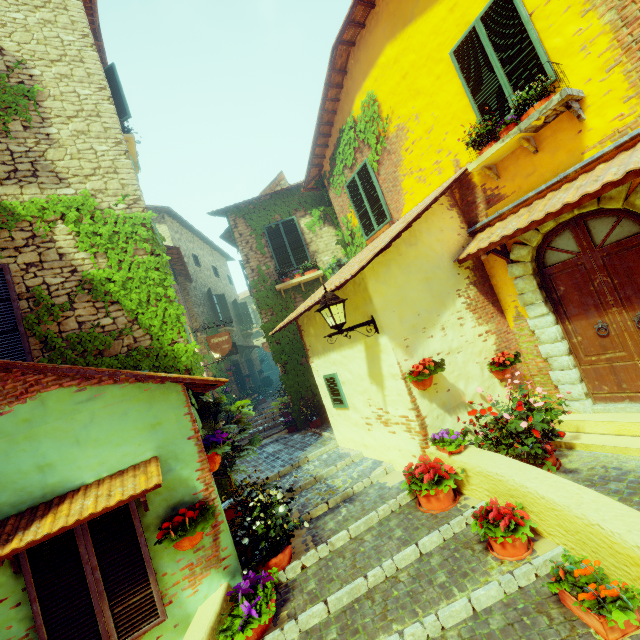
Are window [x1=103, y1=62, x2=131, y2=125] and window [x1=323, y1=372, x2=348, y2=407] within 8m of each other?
no

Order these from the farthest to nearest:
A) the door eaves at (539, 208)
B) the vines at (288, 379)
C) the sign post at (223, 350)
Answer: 1. the vines at (288, 379)
2. the sign post at (223, 350)
3. the door eaves at (539, 208)

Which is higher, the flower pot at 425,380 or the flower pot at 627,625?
the flower pot at 425,380

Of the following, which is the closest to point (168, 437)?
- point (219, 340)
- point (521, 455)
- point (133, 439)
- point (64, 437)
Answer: point (133, 439)

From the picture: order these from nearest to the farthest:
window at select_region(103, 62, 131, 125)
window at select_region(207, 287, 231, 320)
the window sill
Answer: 1. the window sill
2. window at select_region(103, 62, 131, 125)
3. window at select_region(207, 287, 231, 320)

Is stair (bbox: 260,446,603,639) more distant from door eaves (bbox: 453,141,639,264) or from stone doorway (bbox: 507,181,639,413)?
door eaves (bbox: 453,141,639,264)

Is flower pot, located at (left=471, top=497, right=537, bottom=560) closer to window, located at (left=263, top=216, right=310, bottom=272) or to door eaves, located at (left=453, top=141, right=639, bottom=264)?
door eaves, located at (left=453, top=141, right=639, bottom=264)

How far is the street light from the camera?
4.4m
